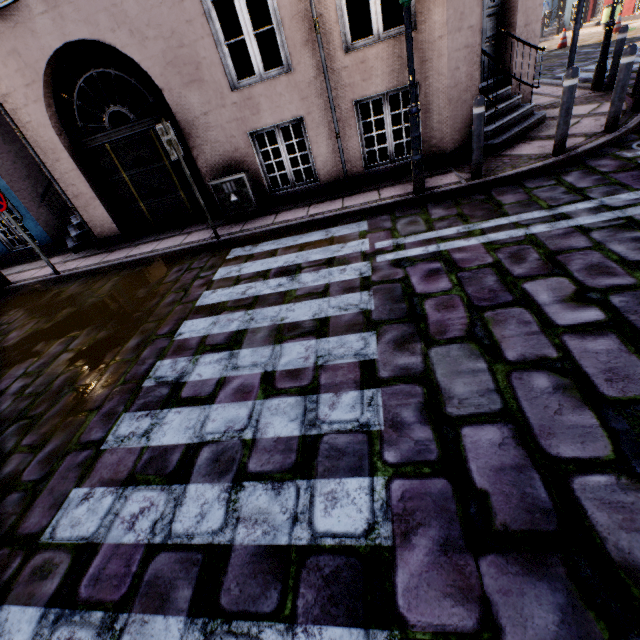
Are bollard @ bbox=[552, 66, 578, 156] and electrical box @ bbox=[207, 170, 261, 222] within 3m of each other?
no

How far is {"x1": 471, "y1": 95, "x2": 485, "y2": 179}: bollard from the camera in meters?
4.5

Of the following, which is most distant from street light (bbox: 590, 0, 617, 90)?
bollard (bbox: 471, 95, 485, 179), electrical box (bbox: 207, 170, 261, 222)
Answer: electrical box (bbox: 207, 170, 261, 222)

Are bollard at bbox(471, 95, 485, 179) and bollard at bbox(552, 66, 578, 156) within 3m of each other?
yes

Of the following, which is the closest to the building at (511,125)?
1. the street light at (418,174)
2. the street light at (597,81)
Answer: the street light at (418,174)

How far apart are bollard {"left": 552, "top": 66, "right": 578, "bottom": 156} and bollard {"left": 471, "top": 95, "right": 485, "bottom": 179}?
1.1m

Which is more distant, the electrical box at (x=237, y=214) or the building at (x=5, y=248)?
the building at (x=5, y=248)

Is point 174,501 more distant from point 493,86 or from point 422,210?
point 493,86
